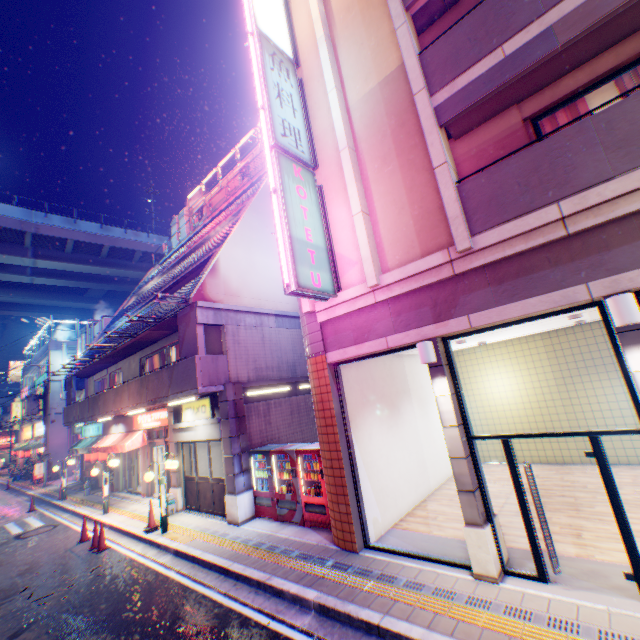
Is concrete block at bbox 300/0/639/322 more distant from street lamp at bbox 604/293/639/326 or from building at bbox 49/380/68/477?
building at bbox 49/380/68/477

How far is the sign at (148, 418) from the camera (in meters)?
13.97

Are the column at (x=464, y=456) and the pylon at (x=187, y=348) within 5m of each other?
no

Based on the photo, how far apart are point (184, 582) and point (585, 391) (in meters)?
12.81

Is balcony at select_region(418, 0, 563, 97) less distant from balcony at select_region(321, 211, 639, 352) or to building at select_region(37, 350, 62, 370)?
balcony at select_region(321, 211, 639, 352)

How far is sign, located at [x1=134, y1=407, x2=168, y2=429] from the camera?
14.0 meters

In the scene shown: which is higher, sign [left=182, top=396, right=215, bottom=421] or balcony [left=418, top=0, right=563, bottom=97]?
balcony [left=418, top=0, right=563, bottom=97]

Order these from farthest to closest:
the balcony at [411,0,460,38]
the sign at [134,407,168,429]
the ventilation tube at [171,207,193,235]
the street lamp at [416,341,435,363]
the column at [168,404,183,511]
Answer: the ventilation tube at [171,207,193,235] < the sign at [134,407,168,429] < the column at [168,404,183,511] < the balcony at [411,0,460,38] < the street lamp at [416,341,435,363]
